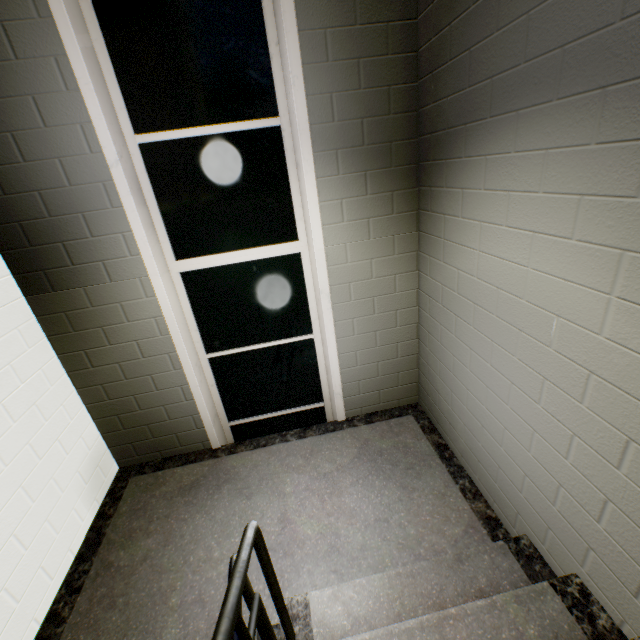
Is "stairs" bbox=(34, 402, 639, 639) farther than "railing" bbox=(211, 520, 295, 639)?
Yes

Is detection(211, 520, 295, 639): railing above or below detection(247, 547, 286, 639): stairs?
above

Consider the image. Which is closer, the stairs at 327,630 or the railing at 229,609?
the railing at 229,609

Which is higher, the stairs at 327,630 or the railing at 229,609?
the railing at 229,609

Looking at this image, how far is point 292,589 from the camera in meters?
2.0 m
